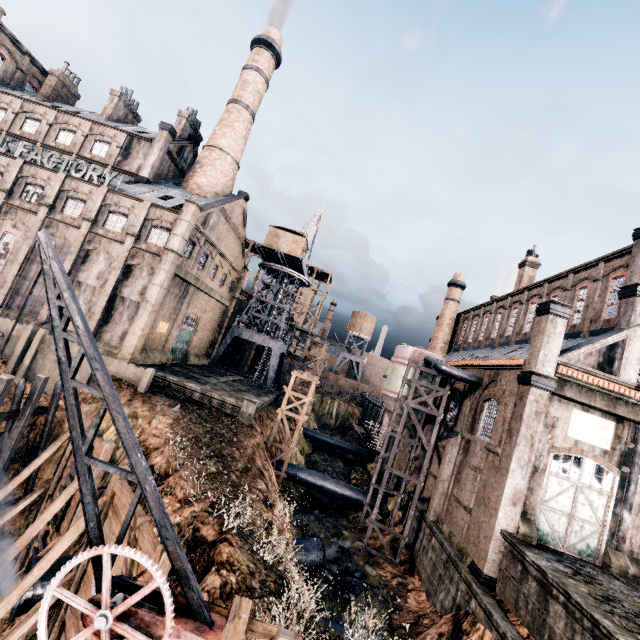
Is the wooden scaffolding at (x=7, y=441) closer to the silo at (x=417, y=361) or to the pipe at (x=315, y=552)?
the pipe at (x=315, y=552)

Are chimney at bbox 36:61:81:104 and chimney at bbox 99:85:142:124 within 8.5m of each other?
yes

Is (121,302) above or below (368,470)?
above

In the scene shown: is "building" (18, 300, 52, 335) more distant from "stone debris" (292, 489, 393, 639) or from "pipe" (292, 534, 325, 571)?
"pipe" (292, 534, 325, 571)

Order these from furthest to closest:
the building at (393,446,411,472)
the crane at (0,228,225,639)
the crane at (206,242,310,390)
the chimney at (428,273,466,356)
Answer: the chimney at (428,273,466,356) → the crane at (206,242,310,390) → the building at (393,446,411,472) → the crane at (0,228,225,639)

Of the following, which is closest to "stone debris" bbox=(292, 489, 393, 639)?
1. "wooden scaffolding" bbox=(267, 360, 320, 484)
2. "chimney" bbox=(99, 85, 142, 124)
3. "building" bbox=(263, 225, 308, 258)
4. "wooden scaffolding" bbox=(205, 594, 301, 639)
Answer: → "wooden scaffolding" bbox=(267, 360, 320, 484)

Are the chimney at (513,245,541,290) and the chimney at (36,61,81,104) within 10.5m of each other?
no

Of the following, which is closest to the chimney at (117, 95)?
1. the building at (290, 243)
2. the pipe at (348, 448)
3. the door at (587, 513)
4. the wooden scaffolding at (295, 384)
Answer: the building at (290, 243)
